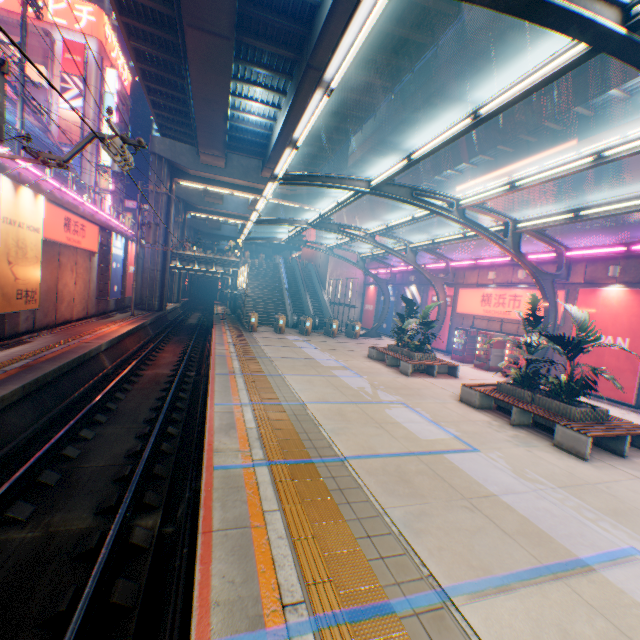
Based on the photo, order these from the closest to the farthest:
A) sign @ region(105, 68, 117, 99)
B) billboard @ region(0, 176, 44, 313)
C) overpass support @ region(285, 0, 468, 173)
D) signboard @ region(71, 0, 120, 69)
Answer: billboard @ region(0, 176, 44, 313) → overpass support @ region(285, 0, 468, 173) → signboard @ region(71, 0, 120, 69) → sign @ region(105, 68, 117, 99)

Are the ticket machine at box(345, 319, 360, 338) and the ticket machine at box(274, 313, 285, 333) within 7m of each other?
yes

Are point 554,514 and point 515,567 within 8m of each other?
yes

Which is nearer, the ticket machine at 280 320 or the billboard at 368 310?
the ticket machine at 280 320

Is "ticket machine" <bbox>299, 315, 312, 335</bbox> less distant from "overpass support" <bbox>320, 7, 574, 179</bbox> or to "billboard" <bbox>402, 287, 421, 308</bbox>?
"billboard" <bbox>402, 287, 421, 308</bbox>

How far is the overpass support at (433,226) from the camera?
37.91m

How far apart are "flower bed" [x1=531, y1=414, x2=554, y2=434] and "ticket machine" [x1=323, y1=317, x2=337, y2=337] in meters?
16.0

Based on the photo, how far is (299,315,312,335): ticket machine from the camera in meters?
23.5
